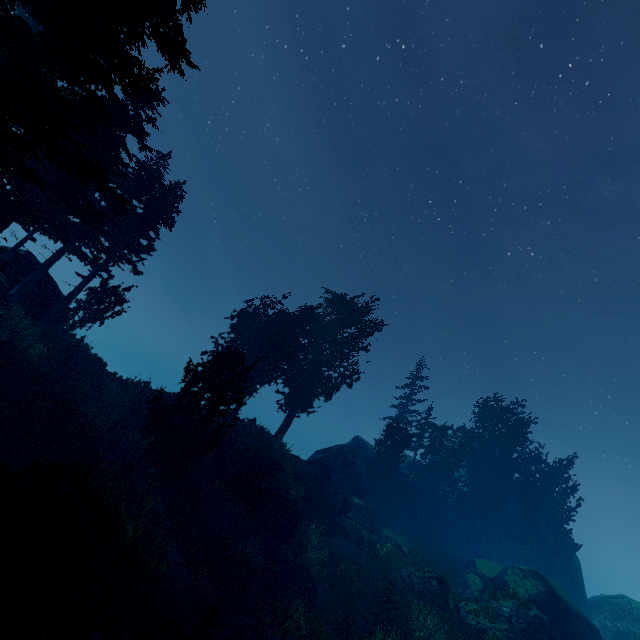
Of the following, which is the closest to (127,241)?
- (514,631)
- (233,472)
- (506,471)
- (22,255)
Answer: (22,255)

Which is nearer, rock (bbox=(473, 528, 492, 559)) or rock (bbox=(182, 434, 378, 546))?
rock (bbox=(182, 434, 378, 546))

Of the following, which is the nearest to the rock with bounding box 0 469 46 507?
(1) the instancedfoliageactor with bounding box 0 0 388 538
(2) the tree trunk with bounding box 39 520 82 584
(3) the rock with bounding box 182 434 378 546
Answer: (2) the tree trunk with bounding box 39 520 82 584

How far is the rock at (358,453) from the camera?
22.77m

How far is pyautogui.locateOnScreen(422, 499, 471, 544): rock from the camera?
38.38m

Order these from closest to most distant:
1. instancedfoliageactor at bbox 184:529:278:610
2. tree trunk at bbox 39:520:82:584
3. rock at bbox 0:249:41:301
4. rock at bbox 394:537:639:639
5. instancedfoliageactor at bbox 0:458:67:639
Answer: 1. instancedfoliageactor at bbox 0:458:67:639
2. tree trunk at bbox 39:520:82:584
3. instancedfoliageactor at bbox 184:529:278:610
4. rock at bbox 0:249:41:301
5. rock at bbox 394:537:639:639

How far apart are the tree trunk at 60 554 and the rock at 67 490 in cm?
53

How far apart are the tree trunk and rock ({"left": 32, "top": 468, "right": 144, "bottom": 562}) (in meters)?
0.53
